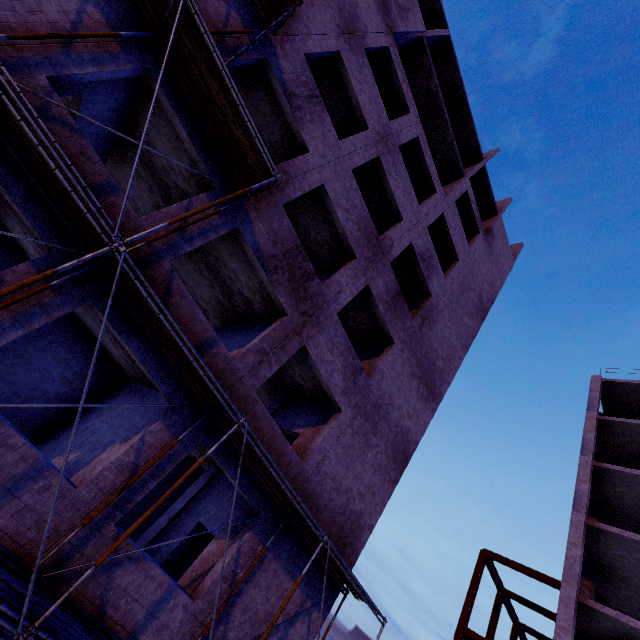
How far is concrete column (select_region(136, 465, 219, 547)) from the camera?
10.4 meters

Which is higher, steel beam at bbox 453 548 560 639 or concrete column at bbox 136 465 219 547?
steel beam at bbox 453 548 560 639

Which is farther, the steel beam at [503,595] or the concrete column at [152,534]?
the steel beam at [503,595]

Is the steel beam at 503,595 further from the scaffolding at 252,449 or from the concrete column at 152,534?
the concrete column at 152,534

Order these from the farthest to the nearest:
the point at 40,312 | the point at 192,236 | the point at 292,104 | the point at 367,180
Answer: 1. the point at 367,180
2. the point at 292,104
3. the point at 192,236
4. the point at 40,312

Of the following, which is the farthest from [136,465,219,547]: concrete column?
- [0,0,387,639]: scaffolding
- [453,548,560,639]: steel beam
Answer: [453,548,560,639]: steel beam

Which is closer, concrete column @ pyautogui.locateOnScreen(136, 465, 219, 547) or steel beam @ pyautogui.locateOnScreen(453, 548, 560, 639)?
concrete column @ pyautogui.locateOnScreen(136, 465, 219, 547)
